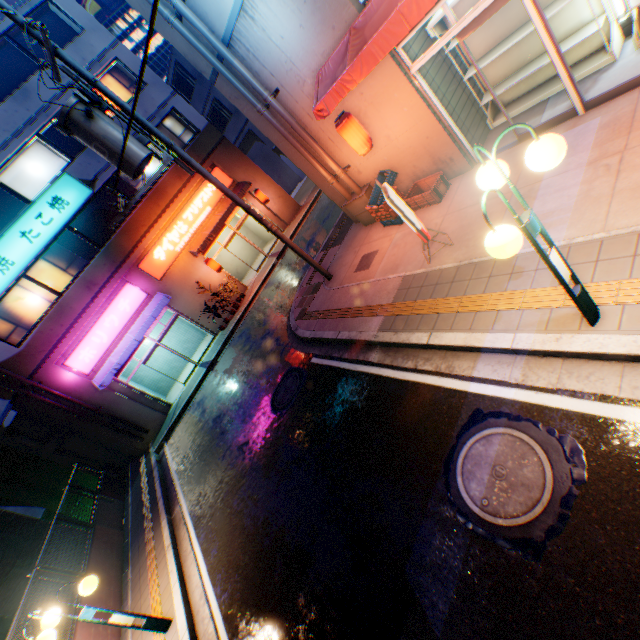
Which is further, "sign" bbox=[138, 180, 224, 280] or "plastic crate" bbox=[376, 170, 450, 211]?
"sign" bbox=[138, 180, 224, 280]

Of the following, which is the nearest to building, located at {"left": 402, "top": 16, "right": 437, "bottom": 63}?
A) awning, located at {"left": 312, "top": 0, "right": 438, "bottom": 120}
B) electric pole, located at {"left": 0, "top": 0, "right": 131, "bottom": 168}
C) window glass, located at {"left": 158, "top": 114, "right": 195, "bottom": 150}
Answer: awning, located at {"left": 312, "top": 0, "right": 438, "bottom": 120}

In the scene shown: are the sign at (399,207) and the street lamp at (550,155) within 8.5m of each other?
yes

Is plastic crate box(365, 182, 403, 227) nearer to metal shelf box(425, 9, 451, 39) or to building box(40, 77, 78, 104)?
metal shelf box(425, 9, 451, 39)

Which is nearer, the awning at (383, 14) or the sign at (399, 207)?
the awning at (383, 14)

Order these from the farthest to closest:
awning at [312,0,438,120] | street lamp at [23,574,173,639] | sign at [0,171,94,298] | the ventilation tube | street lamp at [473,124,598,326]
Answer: sign at [0,171,94,298] < the ventilation tube < street lamp at [23,574,173,639] < awning at [312,0,438,120] < street lamp at [473,124,598,326]

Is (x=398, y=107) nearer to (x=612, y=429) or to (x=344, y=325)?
(x=344, y=325)

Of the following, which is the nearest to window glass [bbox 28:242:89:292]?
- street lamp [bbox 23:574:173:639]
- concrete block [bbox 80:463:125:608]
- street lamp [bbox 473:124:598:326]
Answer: concrete block [bbox 80:463:125:608]
